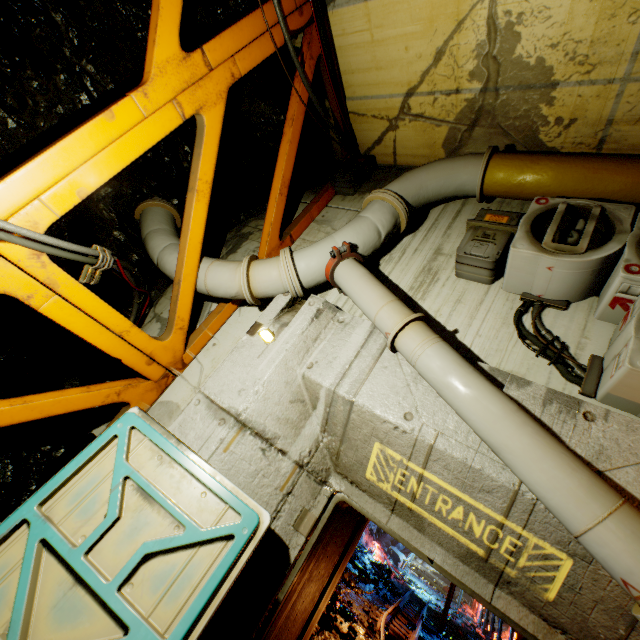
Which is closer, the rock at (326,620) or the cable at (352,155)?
the cable at (352,155)

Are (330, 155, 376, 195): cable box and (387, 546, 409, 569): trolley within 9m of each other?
no

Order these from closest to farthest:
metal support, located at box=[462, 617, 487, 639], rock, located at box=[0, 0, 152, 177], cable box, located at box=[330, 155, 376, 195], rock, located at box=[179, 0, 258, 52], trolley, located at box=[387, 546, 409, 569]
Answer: rock, located at box=[0, 0, 152, 177] < rock, located at box=[179, 0, 258, 52] < cable box, located at box=[330, 155, 376, 195] < metal support, located at box=[462, 617, 487, 639] < trolley, located at box=[387, 546, 409, 569]

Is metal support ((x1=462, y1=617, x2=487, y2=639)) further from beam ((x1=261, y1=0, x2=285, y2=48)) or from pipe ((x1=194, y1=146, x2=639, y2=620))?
beam ((x1=261, y1=0, x2=285, y2=48))

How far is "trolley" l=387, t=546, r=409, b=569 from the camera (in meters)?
22.47

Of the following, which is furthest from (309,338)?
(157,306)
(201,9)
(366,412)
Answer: (201,9)

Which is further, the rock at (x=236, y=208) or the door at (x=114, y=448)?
the rock at (x=236, y=208)

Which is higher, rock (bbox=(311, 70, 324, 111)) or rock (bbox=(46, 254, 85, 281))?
rock (bbox=(311, 70, 324, 111))
